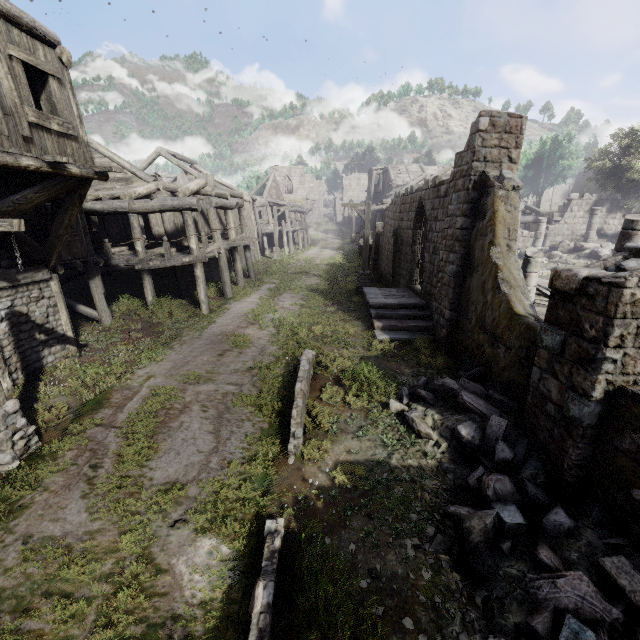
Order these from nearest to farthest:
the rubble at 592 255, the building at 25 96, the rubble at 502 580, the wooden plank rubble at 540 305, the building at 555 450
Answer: the rubble at 502 580
the building at 555 450
the building at 25 96
the wooden plank rubble at 540 305
the rubble at 592 255

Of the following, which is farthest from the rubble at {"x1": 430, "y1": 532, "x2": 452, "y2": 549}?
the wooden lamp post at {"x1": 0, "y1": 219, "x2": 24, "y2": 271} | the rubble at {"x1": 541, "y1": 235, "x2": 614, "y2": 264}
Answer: the rubble at {"x1": 541, "y1": 235, "x2": 614, "y2": 264}

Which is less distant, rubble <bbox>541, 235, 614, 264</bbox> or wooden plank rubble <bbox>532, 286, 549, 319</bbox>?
wooden plank rubble <bbox>532, 286, 549, 319</bbox>

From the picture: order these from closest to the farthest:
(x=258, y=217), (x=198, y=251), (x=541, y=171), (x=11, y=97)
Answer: (x=11, y=97) → (x=198, y=251) → (x=258, y=217) → (x=541, y=171)

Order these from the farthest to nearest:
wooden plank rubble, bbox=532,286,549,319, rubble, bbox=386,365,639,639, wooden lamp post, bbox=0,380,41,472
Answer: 1. wooden plank rubble, bbox=532,286,549,319
2. wooden lamp post, bbox=0,380,41,472
3. rubble, bbox=386,365,639,639

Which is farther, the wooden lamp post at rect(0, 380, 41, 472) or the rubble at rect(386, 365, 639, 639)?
the wooden lamp post at rect(0, 380, 41, 472)

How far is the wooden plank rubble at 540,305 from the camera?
10.42m
